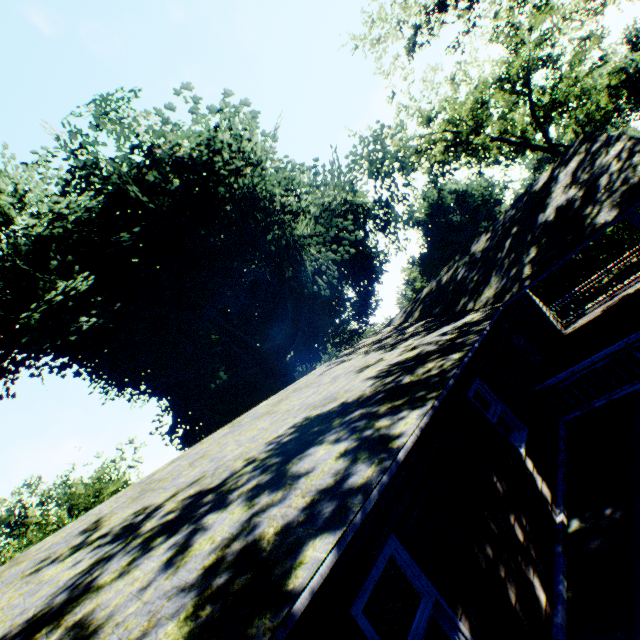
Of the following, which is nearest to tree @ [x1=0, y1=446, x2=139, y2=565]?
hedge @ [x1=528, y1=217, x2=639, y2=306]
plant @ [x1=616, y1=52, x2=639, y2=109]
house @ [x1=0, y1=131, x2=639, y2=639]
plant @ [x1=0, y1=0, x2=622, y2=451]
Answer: plant @ [x1=0, y1=0, x2=622, y2=451]

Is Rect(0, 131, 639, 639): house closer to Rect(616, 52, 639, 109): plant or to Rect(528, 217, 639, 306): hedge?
Rect(528, 217, 639, 306): hedge

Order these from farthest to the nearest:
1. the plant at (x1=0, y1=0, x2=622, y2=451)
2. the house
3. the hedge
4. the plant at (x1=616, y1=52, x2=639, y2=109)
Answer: the plant at (x1=616, y1=52, x2=639, y2=109) → the hedge → the plant at (x1=0, y1=0, x2=622, y2=451) → the house

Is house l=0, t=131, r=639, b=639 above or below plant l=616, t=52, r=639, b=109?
below

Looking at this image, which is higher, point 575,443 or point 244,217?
point 244,217

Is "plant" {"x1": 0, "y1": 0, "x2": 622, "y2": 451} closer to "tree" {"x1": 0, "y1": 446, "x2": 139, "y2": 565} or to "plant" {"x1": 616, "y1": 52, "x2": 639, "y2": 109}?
"tree" {"x1": 0, "y1": 446, "x2": 139, "y2": 565}

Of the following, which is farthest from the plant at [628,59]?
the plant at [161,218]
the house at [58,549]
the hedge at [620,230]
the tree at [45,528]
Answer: the tree at [45,528]
